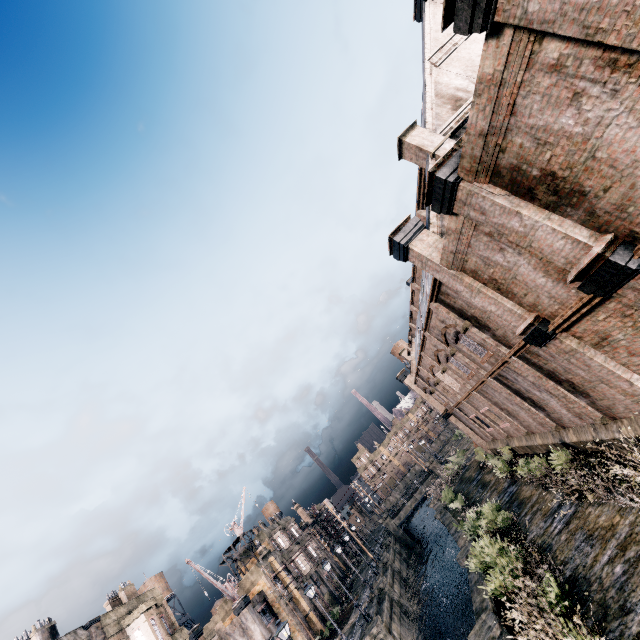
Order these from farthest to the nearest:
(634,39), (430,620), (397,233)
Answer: (430,620), (397,233), (634,39)

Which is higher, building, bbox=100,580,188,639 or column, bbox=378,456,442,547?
building, bbox=100,580,188,639

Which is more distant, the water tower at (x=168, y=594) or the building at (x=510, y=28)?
the water tower at (x=168, y=594)

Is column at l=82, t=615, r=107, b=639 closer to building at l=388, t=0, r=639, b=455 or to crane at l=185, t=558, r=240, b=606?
crane at l=185, t=558, r=240, b=606

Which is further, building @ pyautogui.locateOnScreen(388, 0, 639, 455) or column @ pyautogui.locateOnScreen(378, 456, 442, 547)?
column @ pyautogui.locateOnScreen(378, 456, 442, 547)

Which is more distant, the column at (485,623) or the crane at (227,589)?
the crane at (227,589)

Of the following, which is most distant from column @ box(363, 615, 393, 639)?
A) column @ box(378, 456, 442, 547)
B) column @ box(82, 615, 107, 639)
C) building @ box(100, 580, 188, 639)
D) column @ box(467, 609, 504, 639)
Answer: column @ box(378, 456, 442, 547)

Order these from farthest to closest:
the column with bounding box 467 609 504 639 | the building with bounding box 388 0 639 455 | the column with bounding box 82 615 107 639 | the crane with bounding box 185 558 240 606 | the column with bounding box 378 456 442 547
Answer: the column with bounding box 378 456 442 547
the crane with bounding box 185 558 240 606
the column with bounding box 82 615 107 639
the column with bounding box 467 609 504 639
the building with bounding box 388 0 639 455
